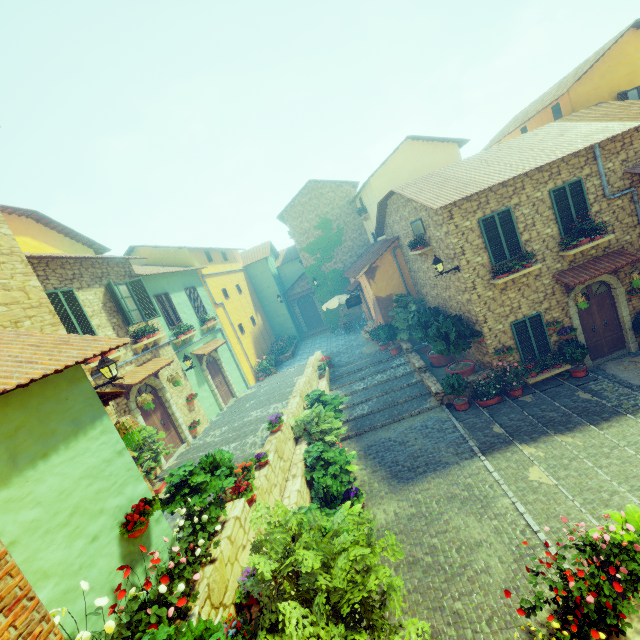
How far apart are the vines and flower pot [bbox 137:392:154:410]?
15.96m

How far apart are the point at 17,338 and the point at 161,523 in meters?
3.7 m

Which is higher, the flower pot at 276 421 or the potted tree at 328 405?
the flower pot at 276 421

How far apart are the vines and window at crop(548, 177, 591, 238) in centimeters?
1452cm

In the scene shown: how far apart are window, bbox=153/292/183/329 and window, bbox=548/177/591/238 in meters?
14.5

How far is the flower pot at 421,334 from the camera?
11.3m

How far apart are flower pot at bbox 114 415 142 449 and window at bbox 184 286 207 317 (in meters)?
11.35

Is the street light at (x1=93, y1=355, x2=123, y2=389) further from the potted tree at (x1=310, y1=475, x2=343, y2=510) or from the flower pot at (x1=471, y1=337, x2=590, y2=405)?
the flower pot at (x1=471, y1=337, x2=590, y2=405)
